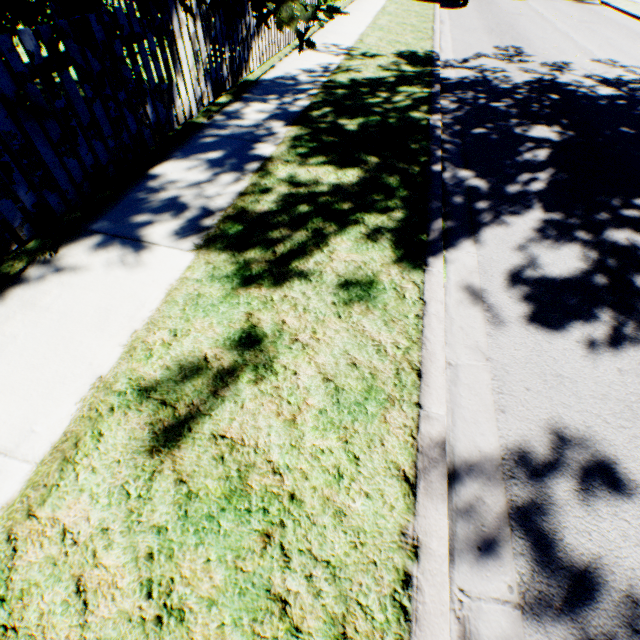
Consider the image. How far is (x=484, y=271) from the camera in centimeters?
297cm

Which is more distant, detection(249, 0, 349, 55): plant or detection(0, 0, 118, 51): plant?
detection(249, 0, 349, 55): plant

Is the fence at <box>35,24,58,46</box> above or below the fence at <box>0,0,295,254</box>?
above

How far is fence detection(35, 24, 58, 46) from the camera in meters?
2.5

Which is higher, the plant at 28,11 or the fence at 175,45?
the plant at 28,11

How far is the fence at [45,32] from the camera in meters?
2.5

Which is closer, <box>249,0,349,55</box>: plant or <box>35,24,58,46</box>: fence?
<box>35,24,58,46</box>: fence
